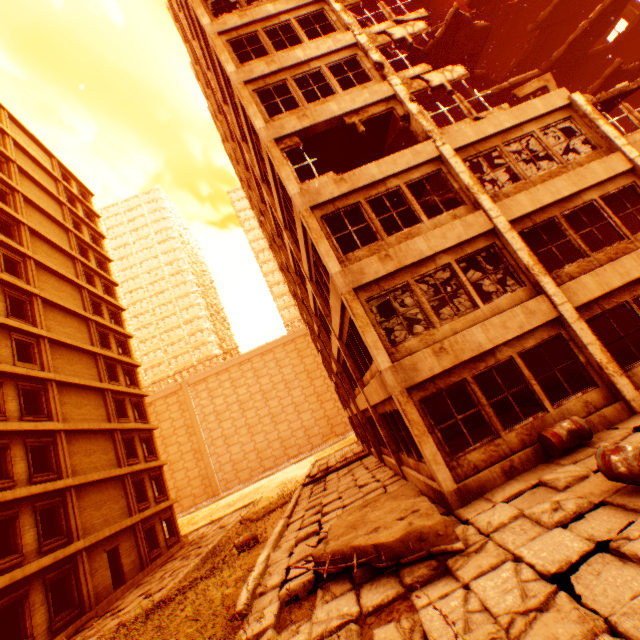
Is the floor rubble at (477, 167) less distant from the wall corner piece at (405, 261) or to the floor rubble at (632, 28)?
the wall corner piece at (405, 261)

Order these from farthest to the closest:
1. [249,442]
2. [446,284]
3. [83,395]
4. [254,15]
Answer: [249,442], [83,395], [446,284], [254,15]

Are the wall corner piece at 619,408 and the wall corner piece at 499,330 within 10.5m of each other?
yes

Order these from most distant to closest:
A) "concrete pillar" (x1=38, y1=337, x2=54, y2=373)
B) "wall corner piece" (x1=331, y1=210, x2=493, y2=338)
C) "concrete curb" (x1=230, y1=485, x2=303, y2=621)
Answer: "concrete pillar" (x1=38, y1=337, x2=54, y2=373) → "wall corner piece" (x1=331, y1=210, x2=493, y2=338) → "concrete curb" (x1=230, y1=485, x2=303, y2=621)

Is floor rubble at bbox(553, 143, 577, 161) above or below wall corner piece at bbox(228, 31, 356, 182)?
below

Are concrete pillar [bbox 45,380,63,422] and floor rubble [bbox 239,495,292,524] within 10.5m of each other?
no

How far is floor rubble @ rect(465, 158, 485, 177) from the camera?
17.6 meters

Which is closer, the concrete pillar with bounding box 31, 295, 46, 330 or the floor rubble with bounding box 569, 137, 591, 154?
the floor rubble with bounding box 569, 137, 591, 154
